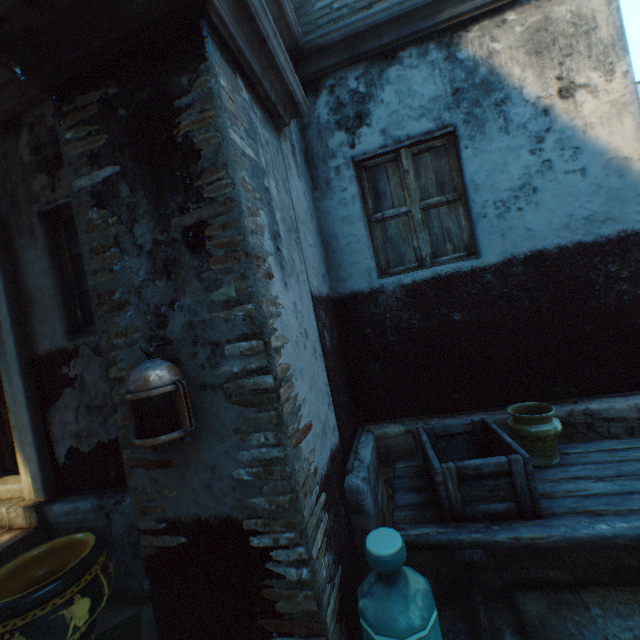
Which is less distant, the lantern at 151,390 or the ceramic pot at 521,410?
the lantern at 151,390

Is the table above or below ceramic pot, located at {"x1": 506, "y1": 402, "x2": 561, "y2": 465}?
below

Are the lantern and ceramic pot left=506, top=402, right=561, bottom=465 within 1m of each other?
no

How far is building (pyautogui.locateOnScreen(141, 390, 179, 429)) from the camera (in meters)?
1.71

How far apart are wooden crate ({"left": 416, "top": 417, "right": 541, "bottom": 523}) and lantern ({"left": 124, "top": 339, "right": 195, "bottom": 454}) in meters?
1.5

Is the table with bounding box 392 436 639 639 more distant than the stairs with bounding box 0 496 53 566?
No

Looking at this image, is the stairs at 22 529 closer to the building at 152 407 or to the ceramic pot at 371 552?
the building at 152 407

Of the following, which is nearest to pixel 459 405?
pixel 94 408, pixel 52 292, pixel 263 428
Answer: pixel 263 428
